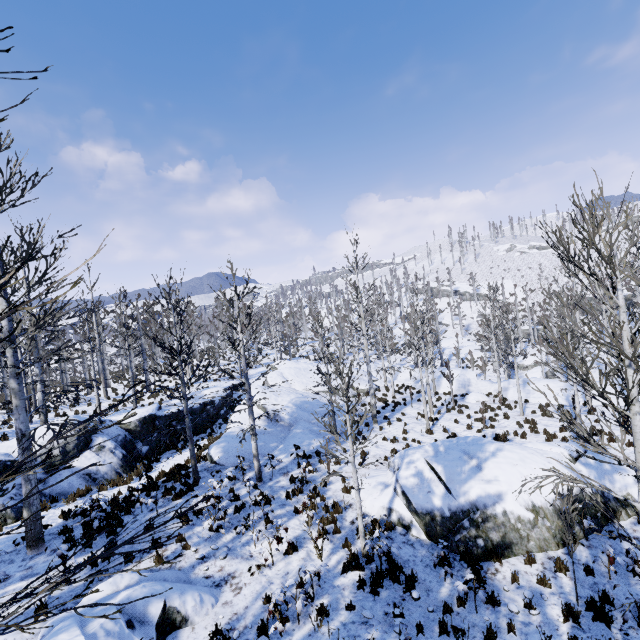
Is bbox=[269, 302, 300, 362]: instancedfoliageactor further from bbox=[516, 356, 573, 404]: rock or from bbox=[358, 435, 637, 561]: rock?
bbox=[358, 435, 637, 561]: rock

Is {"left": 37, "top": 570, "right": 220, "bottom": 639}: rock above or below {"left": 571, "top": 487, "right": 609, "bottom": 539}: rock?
above

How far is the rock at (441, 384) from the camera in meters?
27.4 m

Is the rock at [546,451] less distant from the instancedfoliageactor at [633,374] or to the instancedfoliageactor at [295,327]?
the instancedfoliageactor at [633,374]

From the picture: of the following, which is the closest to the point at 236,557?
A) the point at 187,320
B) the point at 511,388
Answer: the point at 511,388

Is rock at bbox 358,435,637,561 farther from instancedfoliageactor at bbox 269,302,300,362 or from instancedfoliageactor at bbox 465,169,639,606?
instancedfoliageactor at bbox 269,302,300,362

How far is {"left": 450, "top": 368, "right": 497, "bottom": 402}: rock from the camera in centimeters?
2402cm
